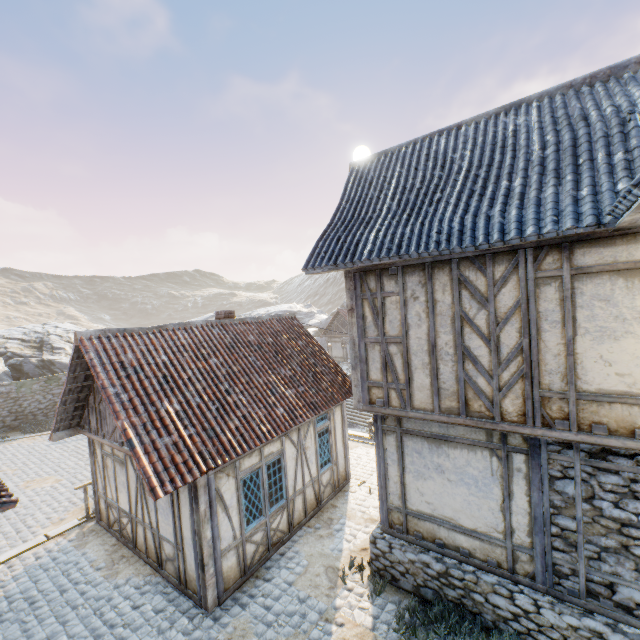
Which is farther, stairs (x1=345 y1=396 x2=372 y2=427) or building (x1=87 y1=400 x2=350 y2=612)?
stairs (x1=345 y1=396 x2=372 y2=427)

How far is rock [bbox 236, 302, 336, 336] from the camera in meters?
47.0

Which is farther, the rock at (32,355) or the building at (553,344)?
the rock at (32,355)

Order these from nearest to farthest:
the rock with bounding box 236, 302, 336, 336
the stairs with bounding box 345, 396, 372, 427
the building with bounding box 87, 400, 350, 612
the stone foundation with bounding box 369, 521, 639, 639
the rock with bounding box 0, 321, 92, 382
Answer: the stone foundation with bounding box 369, 521, 639, 639
the building with bounding box 87, 400, 350, 612
the rock with bounding box 0, 321, 92, 382
the stairs with bounding box 345, 396, 372, 427
the rock with bounding box 236, 302, 336, 336

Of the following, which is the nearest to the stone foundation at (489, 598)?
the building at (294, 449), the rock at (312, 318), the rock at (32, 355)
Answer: the building at (294, 449)

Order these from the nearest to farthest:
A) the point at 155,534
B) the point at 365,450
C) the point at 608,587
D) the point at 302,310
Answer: the point at 608,587, the point at 155,534, the point at 365,450, the point at 302,310

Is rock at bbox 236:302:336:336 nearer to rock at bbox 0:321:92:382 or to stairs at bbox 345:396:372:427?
rock at bbox 0:321:92:382

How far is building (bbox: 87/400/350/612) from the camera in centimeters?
682cm
